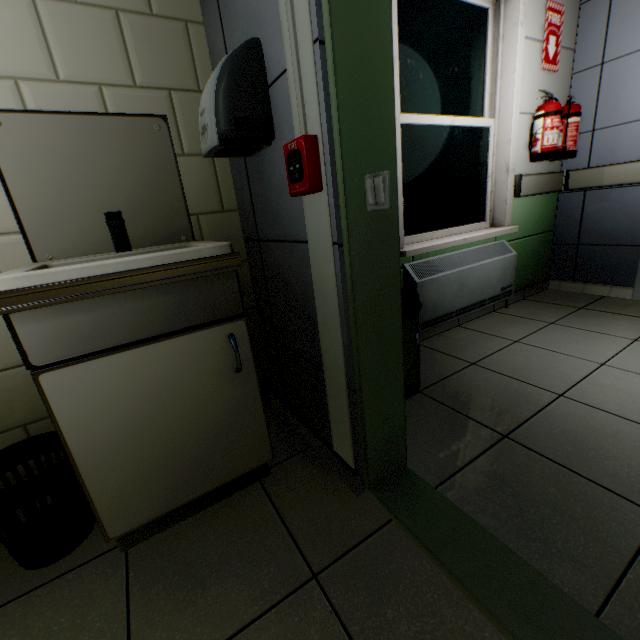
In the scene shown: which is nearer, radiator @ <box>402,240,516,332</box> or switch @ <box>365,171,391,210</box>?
switch @ <box>365,171,391,210</box>

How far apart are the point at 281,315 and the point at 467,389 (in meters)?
1.15

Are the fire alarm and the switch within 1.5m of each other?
yes

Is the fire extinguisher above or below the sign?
below

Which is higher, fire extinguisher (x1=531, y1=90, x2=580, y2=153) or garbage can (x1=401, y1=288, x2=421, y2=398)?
fire extinguisher (x1=531, y1=90, x2=580, y2=153)

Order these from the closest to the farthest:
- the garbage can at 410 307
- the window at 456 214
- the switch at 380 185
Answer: the switch at 380 185
the garbage can at 410 307
the window at 456 214

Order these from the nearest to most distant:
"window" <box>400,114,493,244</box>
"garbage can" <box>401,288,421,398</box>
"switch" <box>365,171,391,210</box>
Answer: "switch" <box>365,171,391,210</box> → "garbage can" <box>401,288,421,398</box> → "window" <box>400,114,493,244</box>

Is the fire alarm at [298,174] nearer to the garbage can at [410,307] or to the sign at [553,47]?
the garbage can at [410,307]
